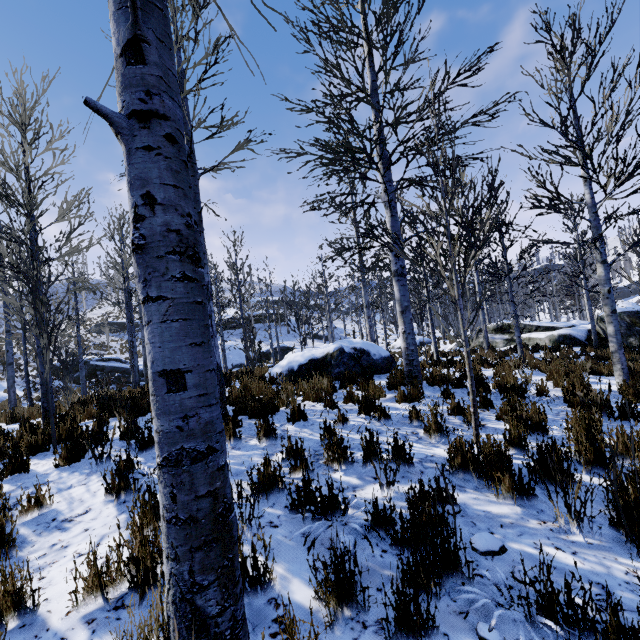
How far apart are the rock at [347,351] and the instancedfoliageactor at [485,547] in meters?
7.2 m

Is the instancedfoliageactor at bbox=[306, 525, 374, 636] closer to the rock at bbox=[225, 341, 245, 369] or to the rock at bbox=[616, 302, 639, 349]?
the rock at bbox=[616, 302, 639, 349]

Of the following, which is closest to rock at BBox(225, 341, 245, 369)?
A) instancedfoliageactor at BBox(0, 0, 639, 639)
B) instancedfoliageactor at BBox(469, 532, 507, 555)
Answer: instancedfoliageactor at BBox(0, 0, 639, 639)

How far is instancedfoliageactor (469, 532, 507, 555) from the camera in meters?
2.3 m

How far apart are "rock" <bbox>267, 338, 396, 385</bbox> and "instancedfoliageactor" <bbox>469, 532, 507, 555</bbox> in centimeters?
719cm

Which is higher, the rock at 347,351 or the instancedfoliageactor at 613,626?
the rock at 347,351

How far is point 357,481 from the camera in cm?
331

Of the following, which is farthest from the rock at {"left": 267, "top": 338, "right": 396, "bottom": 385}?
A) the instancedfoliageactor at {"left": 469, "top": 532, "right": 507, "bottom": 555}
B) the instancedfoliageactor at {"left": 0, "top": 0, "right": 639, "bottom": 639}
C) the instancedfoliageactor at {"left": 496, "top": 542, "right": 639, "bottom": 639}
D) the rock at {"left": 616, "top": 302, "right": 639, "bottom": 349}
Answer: the rock at {"left": 616, "top": 302, "right": 639, "bottom": 349}
